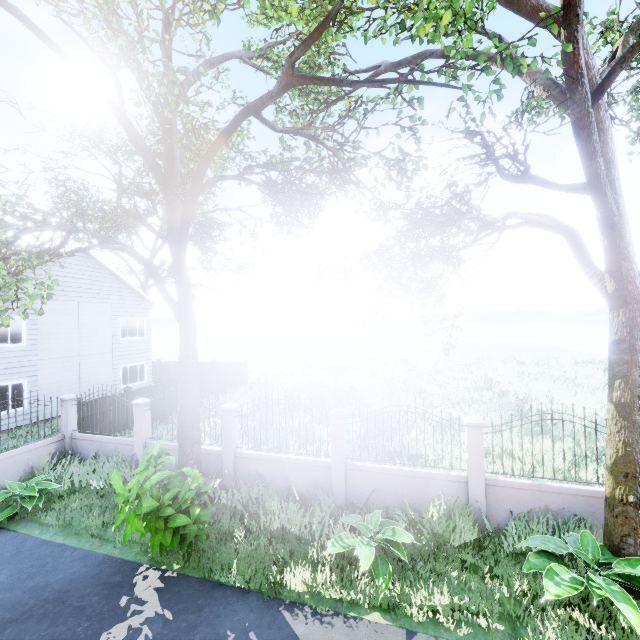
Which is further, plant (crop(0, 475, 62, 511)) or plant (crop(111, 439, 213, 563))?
plant (crop(0, 475, 62, 511))

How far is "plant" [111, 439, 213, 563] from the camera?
5.89m

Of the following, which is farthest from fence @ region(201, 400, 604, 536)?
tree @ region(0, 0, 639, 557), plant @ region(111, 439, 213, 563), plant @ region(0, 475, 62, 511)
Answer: tree @ region(0, 0, 639, 557)

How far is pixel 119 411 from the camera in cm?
1343

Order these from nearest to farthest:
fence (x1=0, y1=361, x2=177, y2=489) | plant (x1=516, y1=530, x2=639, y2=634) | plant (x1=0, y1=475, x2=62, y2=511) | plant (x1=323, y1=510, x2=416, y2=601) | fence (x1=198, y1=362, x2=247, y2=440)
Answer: plant (x1=516, y1=530, x2=639, y2=634), plant (x1=323, y1=510, x2=416, y2=601), plant (x1=0, y1=475, x2=62, y2=511), fence (x1=0, y1=361, x2=177, y2=489), fence (x1=198, y1=362, x2=247, y2=440)

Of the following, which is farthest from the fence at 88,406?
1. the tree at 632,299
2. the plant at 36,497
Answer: the tree at 632,299

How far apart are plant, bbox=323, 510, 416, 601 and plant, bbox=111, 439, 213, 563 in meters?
3.1 m

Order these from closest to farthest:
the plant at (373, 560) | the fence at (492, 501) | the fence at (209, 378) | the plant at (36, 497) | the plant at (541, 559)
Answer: the plant at (541, 559), the plant at (373, 560), the fence at (492, 501), the plant at (36, 497), the fence at (209, 378)
